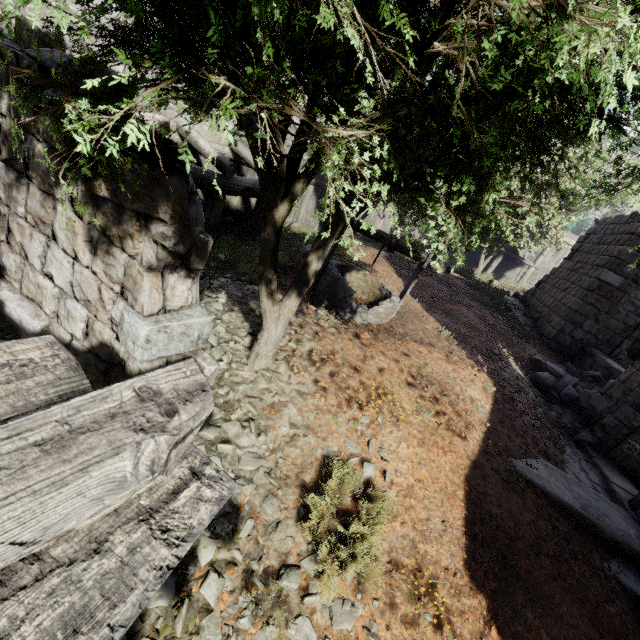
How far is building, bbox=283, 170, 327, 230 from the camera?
18.2m

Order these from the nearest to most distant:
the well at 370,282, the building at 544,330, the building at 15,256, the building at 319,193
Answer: the building at 15,256, the building at 544,330, the well at 370,282, the building at 319,193

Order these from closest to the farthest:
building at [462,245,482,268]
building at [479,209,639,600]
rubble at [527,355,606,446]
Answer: building at [479,209,639,600]
rubble at [527,355,606,446]
building at [462,245,482,268]

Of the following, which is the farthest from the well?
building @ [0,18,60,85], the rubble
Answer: the rubble

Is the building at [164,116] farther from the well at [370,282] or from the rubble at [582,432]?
the well at [370,282]

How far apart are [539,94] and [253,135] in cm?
181

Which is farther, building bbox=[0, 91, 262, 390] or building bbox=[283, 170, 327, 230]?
building bbox=[283, 170, 327, 230]
